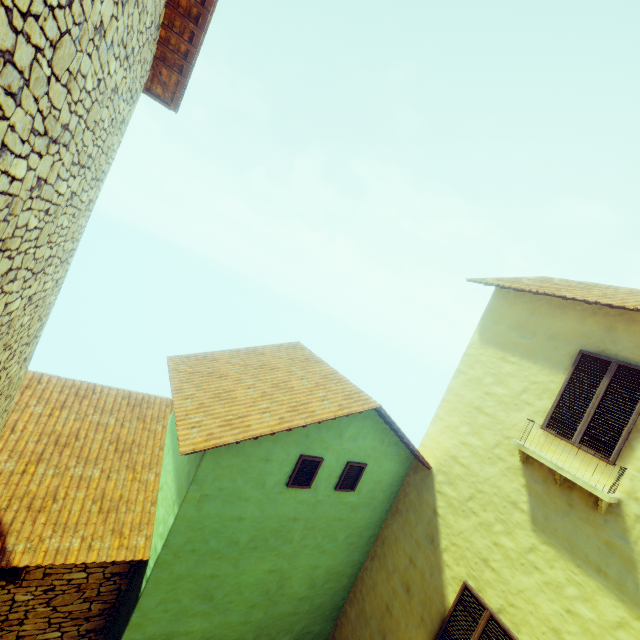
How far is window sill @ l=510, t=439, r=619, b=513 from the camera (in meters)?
4.89

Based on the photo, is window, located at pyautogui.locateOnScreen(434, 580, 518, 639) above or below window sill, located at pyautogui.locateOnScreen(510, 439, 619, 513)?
below

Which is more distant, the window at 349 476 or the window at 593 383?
the window at 349 476

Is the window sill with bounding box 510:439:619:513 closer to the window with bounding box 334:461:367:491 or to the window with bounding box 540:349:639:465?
the window with bounding box 540:349:639:465

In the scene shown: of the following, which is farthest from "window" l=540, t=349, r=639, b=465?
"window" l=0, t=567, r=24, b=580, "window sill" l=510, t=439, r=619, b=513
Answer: "window" l=0, t=567, r=24, b=580

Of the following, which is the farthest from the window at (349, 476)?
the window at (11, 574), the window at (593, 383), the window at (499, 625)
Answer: the window at (11, 574)

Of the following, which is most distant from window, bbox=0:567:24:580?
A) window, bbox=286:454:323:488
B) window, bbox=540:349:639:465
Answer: window, bbox=540:349:639:465

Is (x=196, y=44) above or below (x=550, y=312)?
above
